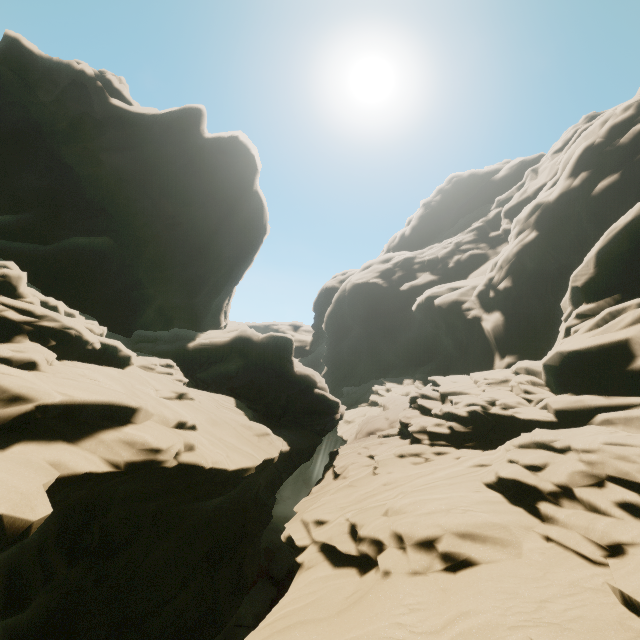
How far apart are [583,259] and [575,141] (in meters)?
28.42
